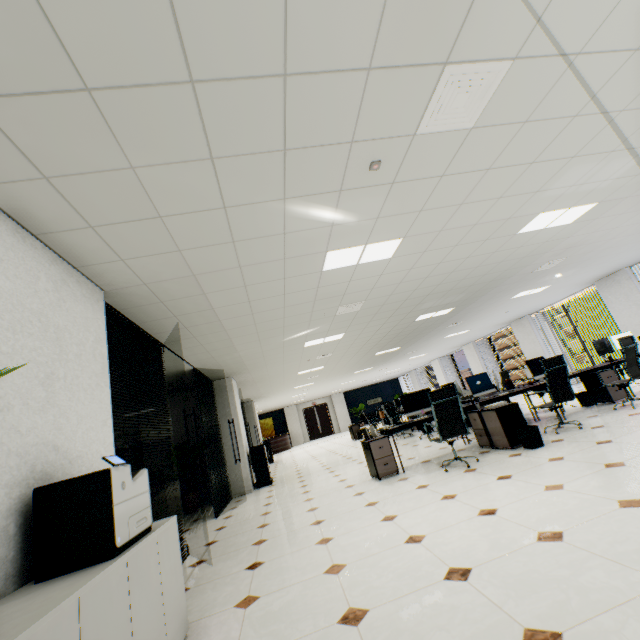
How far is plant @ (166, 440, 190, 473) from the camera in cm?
754

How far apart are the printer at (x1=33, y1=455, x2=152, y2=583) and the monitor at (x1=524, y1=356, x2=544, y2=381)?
7.4 meters

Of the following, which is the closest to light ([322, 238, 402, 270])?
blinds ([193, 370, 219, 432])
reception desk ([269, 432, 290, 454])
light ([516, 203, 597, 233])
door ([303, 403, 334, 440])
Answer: light ([516, 203, 597, 233])

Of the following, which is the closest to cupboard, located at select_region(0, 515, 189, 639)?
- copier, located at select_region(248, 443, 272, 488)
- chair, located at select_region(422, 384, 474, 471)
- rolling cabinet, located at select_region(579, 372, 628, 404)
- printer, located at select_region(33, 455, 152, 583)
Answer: printer, located at select_region(33, 455, 152, 583)

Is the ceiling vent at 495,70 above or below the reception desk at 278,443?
above

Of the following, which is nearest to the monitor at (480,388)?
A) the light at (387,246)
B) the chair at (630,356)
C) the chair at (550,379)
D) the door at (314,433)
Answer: the chair at (550,379)

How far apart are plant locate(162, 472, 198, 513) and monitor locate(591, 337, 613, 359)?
9.9 meters

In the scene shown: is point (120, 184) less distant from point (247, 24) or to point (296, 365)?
point (247, 24)
